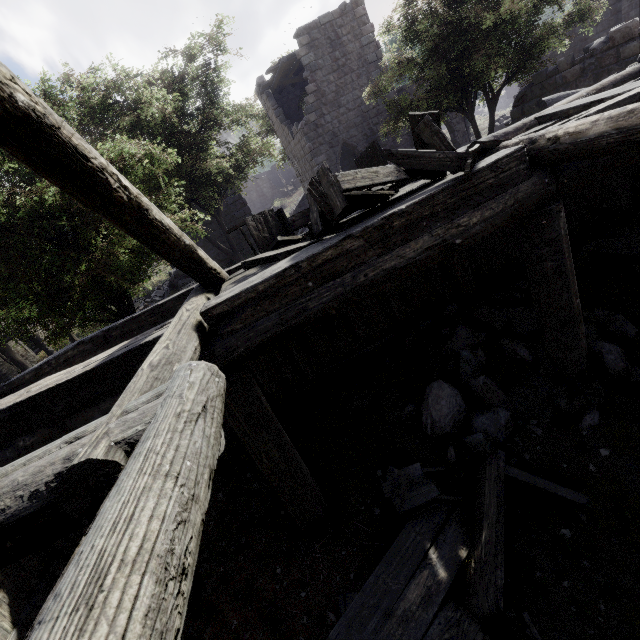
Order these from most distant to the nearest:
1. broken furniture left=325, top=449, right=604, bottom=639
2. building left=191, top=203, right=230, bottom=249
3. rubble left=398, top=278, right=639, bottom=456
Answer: building left=191, top=203, right=230, bottom=249
rubble left=398, top=278, right=639, bottom=456
broken furniture left=325, top=449, right=604, bottom=639

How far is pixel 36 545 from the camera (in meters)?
1.73

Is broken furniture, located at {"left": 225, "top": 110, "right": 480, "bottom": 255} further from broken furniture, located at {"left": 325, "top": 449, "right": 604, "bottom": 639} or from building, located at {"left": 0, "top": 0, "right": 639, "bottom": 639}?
broken furniture, located at {"left": 325, "top": 449, "right": 604, "bottom": 639}

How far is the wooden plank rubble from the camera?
17.56m

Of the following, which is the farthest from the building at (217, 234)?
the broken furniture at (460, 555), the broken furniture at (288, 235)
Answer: the broken furniture at (460, 555)

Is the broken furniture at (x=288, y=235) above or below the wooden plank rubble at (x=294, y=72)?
below

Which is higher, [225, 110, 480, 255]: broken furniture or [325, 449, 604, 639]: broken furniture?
[225, 110, 480, 255]: broken furniture

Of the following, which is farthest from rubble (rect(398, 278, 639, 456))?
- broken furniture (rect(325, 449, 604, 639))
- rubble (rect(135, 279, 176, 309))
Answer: rubble (rect(135, 279, 176, 309))
